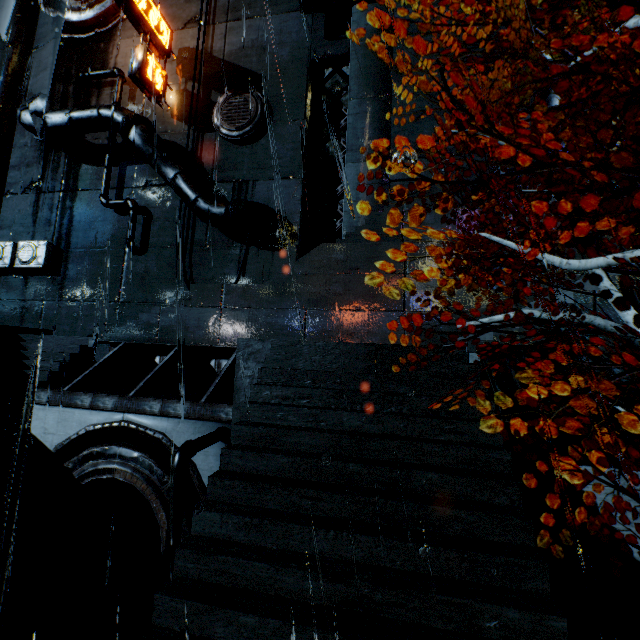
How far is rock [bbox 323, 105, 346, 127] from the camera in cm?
2820

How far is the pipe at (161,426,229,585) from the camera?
5.6 meters

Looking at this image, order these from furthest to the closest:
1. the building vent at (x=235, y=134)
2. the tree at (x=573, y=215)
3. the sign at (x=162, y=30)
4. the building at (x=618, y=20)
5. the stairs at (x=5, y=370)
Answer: the building vent at (x=235, y=134)
the sign at (x=162, y=30)
the building at (x=618, y=20)
the stairs at (x=5, y=370)
the tree at (x=573, y=215)

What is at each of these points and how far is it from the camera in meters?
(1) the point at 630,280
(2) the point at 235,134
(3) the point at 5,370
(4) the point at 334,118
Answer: (1) building, 6.0 m
(2) building vent, 16.6 m
(3) stairs, 10.8 m
(4) rock, 29.1 m

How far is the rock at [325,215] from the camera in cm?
2605

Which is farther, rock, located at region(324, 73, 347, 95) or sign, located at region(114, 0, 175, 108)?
rock, located at region(324, 73, 347, 95)

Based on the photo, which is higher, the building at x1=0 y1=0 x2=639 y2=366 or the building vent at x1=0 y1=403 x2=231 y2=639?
the building at x1=0 y1=0 x2=639 y2=366

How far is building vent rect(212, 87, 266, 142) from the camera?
16.47m
